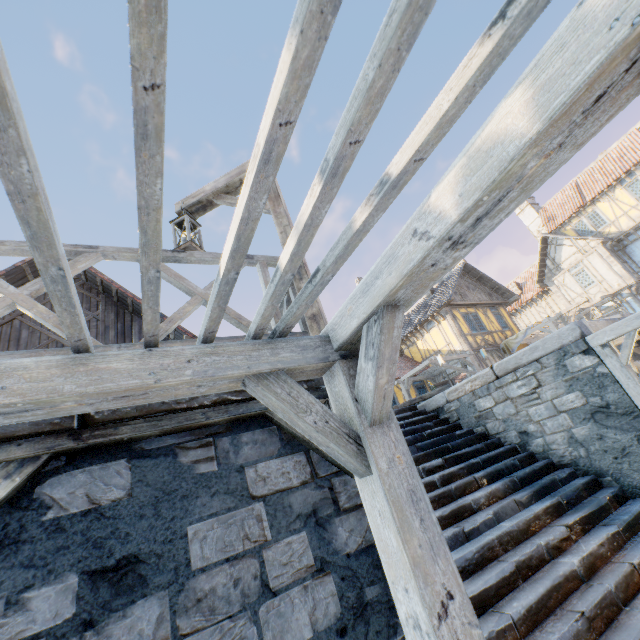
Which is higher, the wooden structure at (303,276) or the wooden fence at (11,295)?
the wooden structure at (303,276)

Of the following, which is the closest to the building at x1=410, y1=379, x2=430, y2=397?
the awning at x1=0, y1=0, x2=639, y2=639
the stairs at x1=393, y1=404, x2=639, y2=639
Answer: the stairs at x1=393, y1=404, x2=639, y2=639

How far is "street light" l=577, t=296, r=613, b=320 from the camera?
15.11m

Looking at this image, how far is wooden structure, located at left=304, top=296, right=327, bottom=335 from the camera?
3.2 meters

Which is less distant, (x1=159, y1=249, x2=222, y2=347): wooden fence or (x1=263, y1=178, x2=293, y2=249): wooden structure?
(x1=159, y1=249, x2=222, y2=347): wooden fence

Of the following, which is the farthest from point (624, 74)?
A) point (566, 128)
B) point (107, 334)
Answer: point (107, 334)

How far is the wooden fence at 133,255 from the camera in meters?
2.6

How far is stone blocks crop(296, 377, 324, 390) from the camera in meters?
2.7 m
